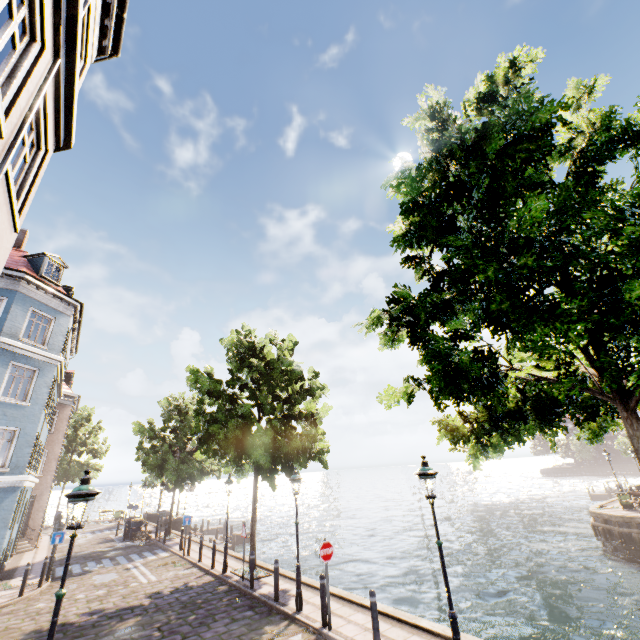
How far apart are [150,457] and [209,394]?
12.73m

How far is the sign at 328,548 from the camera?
8.85m

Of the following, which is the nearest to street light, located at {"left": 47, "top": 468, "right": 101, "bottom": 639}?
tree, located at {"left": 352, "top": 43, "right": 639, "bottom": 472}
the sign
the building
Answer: the building

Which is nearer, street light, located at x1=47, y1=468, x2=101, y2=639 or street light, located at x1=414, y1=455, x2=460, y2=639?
street light, located at x1=47, y1=468, x2=101, y2=639

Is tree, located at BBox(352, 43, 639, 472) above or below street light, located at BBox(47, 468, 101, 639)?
above

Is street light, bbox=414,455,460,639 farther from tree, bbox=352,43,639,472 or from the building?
the building

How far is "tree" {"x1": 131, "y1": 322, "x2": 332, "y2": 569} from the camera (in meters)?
13.59

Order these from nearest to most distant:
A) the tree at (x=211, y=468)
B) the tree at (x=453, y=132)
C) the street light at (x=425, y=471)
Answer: the tree at (x=453, y=132) < the street light at (x=425, y=471) < the tree at (x=211, y=468)
